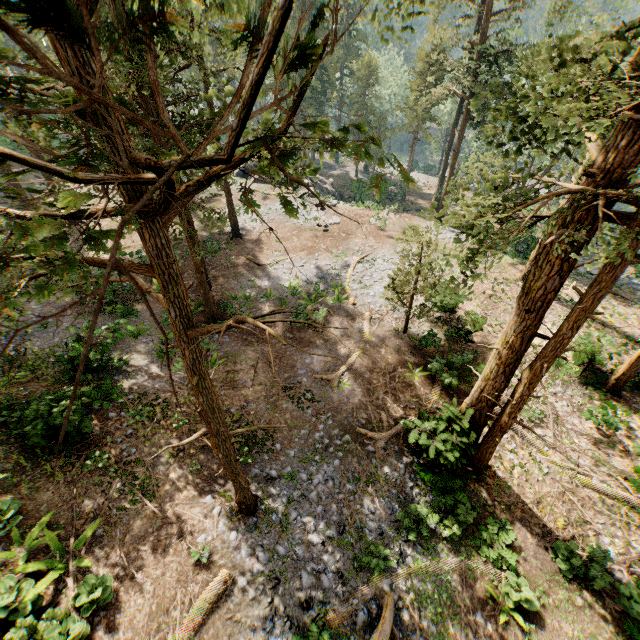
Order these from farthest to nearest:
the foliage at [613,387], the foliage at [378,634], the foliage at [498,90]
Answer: the foliage at [613,387], the foliage at [378,634], the foliage at [498,90]

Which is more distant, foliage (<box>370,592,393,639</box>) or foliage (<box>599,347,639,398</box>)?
foliage (<box>599,347,639,398</box>)

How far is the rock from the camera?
37.5 meters

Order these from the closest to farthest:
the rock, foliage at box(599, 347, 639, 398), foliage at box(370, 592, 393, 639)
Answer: foliage at box(370, 592, 393, 639) < foliage at box(599, 347, 639, 398) < the rock

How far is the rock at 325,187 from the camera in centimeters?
3750cm

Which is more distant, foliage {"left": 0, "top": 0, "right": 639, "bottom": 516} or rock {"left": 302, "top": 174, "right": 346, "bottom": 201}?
rock {"left": 302, "top": 174, "right": 346, "bottom": 201}

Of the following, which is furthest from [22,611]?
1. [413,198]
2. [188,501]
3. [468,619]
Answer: [413,198]
